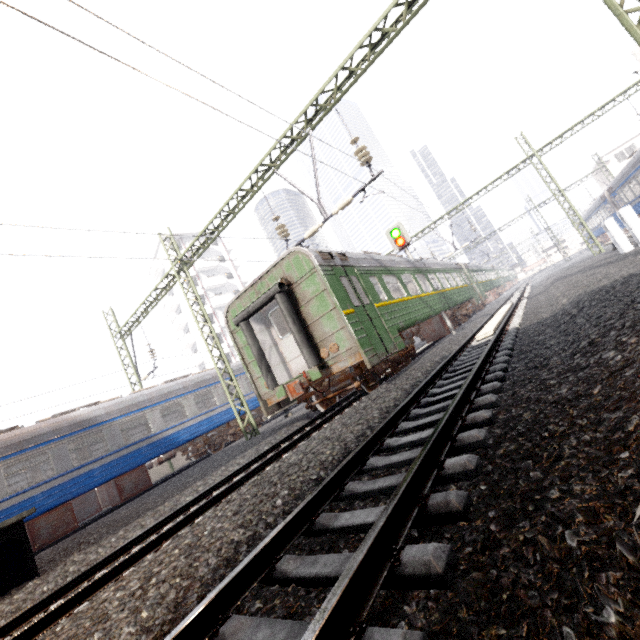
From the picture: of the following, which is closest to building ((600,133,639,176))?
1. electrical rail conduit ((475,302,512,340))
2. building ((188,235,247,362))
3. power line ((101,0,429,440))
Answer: electrical rail conduit ((475,302,512,340))

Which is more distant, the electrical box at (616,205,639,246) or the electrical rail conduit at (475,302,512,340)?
the electrical box at (616,205,639,246)

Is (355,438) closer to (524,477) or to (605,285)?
(524,477)

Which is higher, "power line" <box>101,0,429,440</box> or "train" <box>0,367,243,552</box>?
"power line" <box>101,0,429,440</box>

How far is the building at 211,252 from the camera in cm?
4389

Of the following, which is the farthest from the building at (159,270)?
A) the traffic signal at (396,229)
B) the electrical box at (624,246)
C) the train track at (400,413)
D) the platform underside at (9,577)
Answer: the electrical box at (624,246)

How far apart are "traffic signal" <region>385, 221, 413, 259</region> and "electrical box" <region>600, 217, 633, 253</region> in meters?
6.4 m

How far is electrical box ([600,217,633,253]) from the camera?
12.2m
